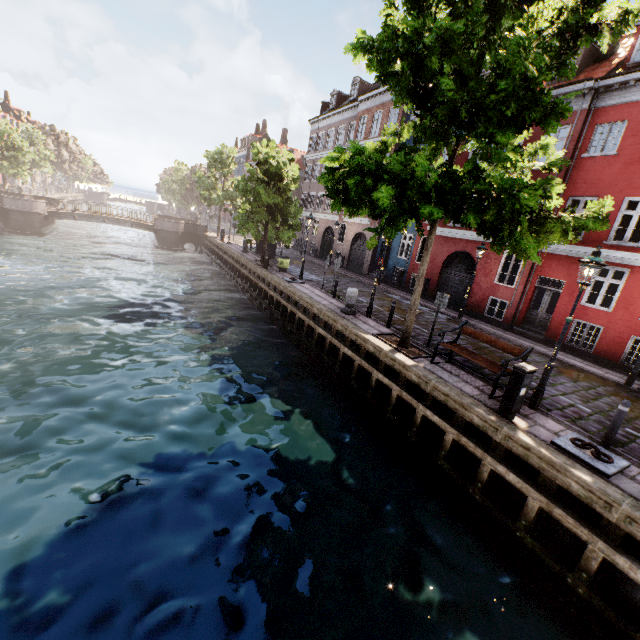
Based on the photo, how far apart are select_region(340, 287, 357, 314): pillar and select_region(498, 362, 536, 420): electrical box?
7.2 meters

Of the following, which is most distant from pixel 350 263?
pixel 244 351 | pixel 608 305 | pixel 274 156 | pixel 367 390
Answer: pixel 367 390

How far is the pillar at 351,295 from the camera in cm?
1334

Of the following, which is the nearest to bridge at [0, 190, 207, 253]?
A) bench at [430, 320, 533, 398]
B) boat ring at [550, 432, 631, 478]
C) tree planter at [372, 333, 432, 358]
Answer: tree planter at [372, 333, 432, 358]

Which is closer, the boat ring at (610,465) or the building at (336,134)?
the boat ring at (610,465)

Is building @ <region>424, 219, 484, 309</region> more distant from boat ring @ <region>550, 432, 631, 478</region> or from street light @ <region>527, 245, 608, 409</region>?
boat ring @ <region>550, 432, 631, 478</region>

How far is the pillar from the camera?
13.3m

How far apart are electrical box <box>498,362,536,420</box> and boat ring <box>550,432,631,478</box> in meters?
0.8
